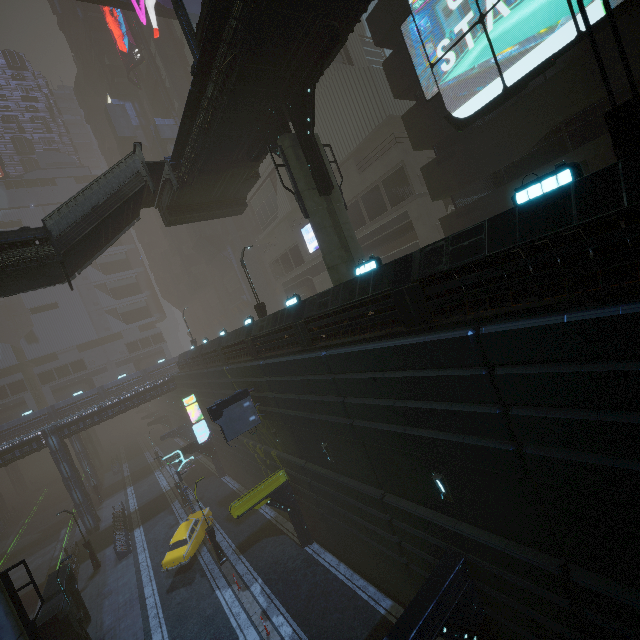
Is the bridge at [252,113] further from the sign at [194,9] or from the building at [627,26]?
the building at [627,26]

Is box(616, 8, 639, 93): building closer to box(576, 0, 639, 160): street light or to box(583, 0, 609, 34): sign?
box(583, 0, 609, 34): sign

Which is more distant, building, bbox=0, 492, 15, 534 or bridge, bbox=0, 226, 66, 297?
building, bbox=0, 492, 15, 534

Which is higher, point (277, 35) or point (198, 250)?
point (198, 250)

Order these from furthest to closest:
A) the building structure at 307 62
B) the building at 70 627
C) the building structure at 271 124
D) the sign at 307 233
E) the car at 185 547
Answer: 1. the sign at 307 233
2. the car at 185 547
3. the building at 70 627
4. the building structure at 271 124
5. the building structure at 307 62

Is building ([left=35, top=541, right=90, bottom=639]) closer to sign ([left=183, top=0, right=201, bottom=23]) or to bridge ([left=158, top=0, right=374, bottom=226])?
sign ([left=183, top=0, right=201, bottom=23])

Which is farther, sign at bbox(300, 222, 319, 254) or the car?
sign at bbox(300, 222, 319, 254)

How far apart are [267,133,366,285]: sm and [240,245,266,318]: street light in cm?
742
